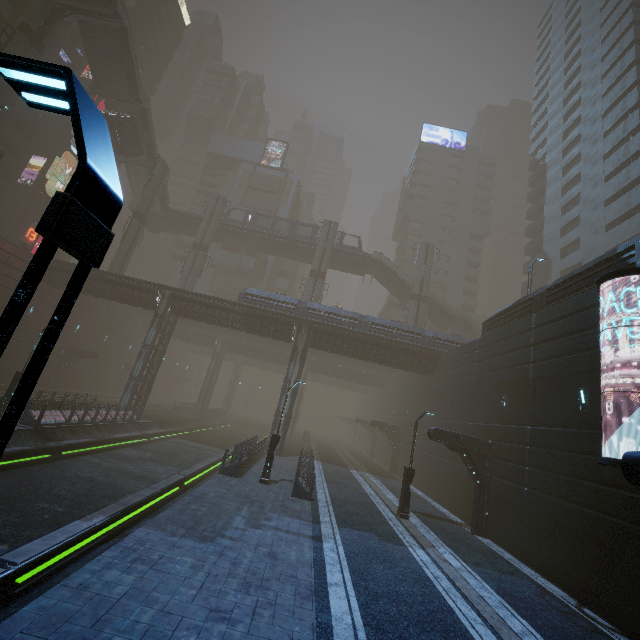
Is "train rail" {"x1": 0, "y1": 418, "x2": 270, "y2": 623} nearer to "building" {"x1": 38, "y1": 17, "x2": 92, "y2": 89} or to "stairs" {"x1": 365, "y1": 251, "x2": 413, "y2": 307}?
"building" {"x1": 38, "y1": 17, "x2": 92, "y2": 89}

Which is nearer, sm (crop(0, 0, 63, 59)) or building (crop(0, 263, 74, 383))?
sm (crop(0, 0, 63, 59))

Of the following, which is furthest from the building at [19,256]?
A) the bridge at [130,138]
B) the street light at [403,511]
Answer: the bridge at [130,138]

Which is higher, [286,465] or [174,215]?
[174,215]

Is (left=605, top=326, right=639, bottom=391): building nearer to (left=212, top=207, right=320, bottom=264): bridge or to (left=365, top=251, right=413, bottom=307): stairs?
(left=212, top=207, right=320, bottom=264): bridge

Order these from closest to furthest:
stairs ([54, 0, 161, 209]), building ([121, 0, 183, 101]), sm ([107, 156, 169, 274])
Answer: stairs ([54, 0, 161, 209])
sm ([107, 156, 169, 274])
building ([121, 0, 183, 101])

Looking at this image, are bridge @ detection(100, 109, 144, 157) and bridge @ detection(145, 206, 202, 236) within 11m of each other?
yes

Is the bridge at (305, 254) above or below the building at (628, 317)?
above
